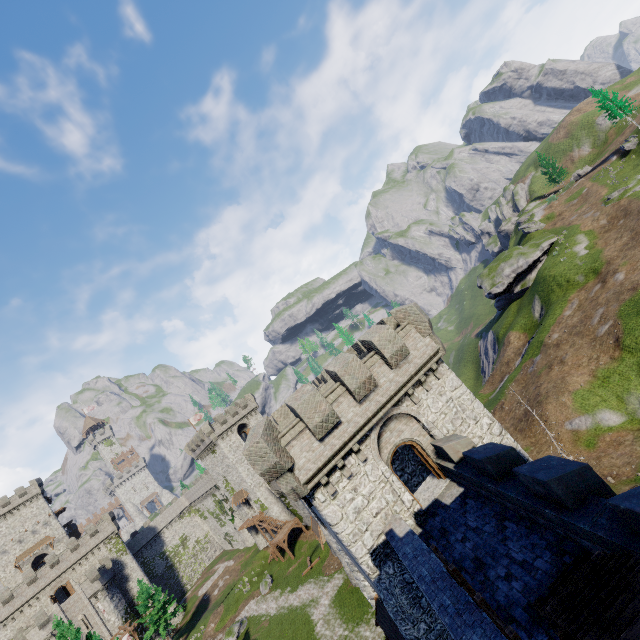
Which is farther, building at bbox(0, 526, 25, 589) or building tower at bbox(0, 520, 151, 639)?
building at bbox(0, 526, 25, 589)

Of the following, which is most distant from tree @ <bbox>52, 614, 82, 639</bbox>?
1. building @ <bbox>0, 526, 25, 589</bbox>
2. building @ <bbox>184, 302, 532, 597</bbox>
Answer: building @ <bbox>0, 526, 25, 589</bbox>

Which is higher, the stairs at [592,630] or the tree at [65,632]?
the tree at [65,632]

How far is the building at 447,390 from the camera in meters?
13.8

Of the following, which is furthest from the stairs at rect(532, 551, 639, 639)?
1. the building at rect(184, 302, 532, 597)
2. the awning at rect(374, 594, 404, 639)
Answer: the awning at rect(374, 594, 404, 639)

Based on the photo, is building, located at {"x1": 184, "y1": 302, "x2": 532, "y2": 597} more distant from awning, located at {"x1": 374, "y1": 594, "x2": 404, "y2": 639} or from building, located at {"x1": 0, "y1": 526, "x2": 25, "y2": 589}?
building, located at {"x1": 0, "y1": 526, "x2": 25, "y2": 589}

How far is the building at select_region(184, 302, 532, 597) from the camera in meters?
13.8

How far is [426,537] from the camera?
13.23m
